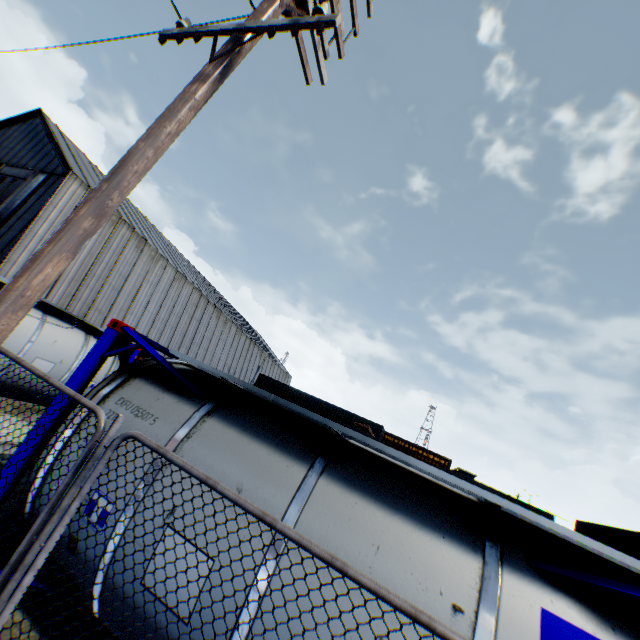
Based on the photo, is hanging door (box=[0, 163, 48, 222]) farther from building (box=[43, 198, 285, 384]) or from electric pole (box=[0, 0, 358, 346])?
electric pole (box=[0, 0, 358, 346])

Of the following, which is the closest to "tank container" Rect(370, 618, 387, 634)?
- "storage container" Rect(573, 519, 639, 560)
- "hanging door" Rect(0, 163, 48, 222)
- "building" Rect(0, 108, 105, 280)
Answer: "storage container" Rect(573, 519, 639, 560)

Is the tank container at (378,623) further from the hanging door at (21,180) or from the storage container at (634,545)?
the hanging door at (21,180)

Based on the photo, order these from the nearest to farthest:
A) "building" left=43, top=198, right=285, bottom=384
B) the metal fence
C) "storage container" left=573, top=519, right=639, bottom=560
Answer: the metal fence
"storage container" left=573, top=519, right=639, bottom=560
"building" left=43, top=198, right=285, bottom=384

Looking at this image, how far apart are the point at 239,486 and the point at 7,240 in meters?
26.3

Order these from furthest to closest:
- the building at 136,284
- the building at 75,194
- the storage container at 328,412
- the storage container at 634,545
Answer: the storage container at 328,412, the building at 136,284, the building at 75,194, the storage container at 634,545

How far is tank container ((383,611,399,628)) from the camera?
2.4 meters

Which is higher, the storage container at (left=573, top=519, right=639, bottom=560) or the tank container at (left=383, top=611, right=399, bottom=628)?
the storage container at (left=573, top=519, right=639, bottom=560)
